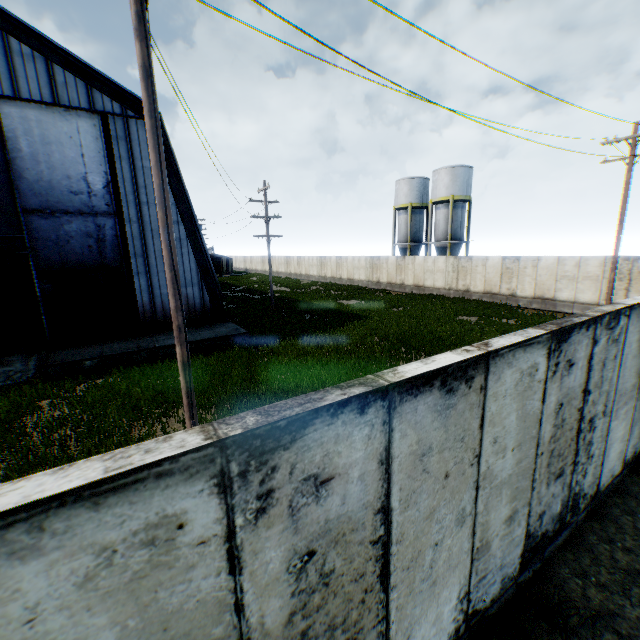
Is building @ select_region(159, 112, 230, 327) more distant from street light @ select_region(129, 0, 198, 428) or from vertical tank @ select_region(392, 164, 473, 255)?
vertical tank @ select_region(392, 164, 473, 255)

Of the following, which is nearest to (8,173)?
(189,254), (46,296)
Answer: (46,296)

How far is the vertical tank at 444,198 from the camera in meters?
33.6

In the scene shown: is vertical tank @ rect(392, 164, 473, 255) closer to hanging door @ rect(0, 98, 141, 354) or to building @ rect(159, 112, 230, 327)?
building @ rect(159, 112, 230, 327)

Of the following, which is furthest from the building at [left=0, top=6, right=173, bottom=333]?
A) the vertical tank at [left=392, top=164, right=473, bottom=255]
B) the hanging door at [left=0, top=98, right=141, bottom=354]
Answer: the vertical tank at [left=392, top=164, right=473, bottom=255]

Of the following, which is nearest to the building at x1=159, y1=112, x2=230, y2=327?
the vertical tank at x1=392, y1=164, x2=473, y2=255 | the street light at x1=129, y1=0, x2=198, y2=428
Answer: the street light at x1=129, y1=0, x2=198, y2=428

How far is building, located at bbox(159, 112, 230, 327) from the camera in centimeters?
1666cm

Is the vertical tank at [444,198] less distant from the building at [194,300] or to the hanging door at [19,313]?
the building at [194,300]
